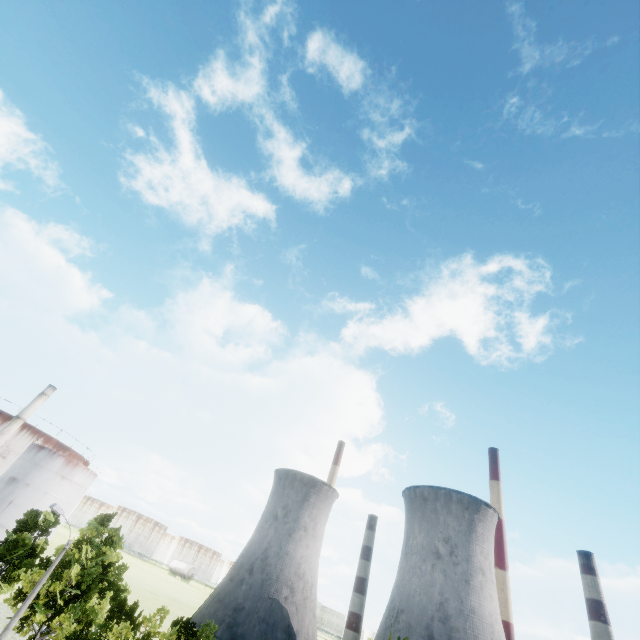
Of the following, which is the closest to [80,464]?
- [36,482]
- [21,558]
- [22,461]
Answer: [36,482]

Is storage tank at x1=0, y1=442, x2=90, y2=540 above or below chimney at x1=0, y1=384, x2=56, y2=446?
below

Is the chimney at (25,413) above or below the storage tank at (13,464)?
above

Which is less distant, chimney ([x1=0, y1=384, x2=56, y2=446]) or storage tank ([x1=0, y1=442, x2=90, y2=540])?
storage tank ([x1=0, y1=442, x2=90, y2=540])

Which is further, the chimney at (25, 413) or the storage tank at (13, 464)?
the chimney at (25, 413)
